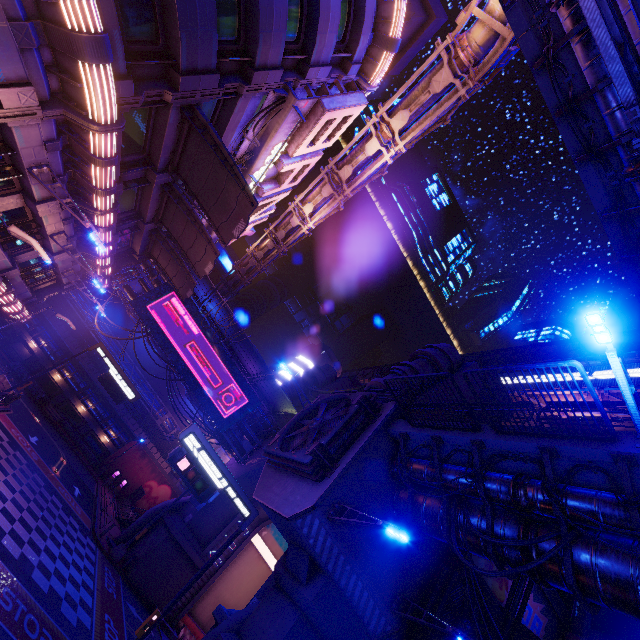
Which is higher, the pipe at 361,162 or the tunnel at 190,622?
the pipe at 361,162

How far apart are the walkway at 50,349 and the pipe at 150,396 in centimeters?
278cm

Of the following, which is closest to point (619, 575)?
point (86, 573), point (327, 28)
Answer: point (327, 28)

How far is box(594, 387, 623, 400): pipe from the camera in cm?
3222

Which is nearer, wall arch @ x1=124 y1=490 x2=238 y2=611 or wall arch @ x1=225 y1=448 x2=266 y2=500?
wall arch @ x1=124 y1=490 x2=238 y2=611

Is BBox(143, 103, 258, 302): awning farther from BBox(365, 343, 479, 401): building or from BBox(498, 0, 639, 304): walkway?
Answer: BBox(498, 0, 639, 304): walkway

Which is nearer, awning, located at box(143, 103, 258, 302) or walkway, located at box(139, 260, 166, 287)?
awning, located at box(143, 103, 258, 302)

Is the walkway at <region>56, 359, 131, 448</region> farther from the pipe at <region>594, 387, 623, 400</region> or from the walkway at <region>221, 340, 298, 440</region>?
the pipe at <region>594, 387, 623, 400</region>
